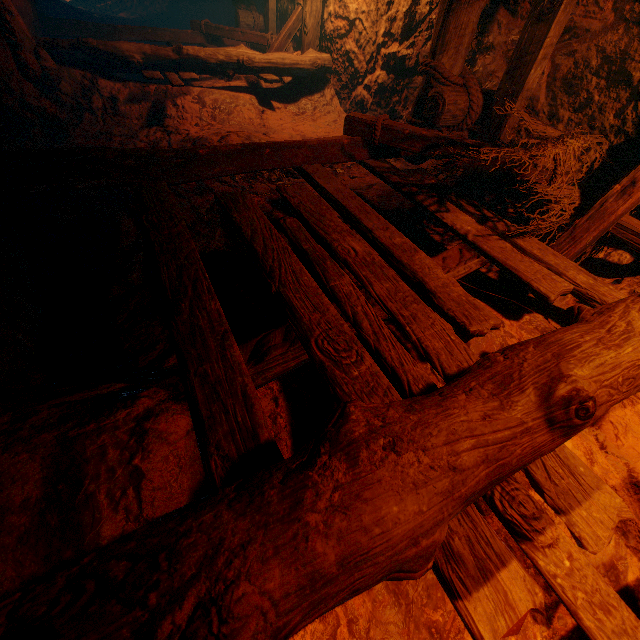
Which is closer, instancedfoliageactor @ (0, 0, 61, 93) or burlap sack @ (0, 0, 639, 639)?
burlap sack @ (0, 0, 639, 639)

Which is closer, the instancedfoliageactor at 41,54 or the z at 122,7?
the instancedfoliageactor at 41,54

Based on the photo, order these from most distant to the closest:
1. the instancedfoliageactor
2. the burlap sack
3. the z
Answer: the z < the instancedfoliageactor < the burlap sack

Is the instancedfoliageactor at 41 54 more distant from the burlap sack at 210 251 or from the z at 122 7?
the z at 122 7

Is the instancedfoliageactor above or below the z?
below

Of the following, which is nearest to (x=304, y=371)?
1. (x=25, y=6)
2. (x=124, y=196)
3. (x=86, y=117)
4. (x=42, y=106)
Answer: (x=124, y=196)

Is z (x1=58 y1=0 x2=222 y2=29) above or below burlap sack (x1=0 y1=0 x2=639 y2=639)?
above

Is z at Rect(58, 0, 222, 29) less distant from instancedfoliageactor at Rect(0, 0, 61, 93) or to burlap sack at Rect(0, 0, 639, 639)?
burlap sack at Rect(0, 0, 639, 639)
